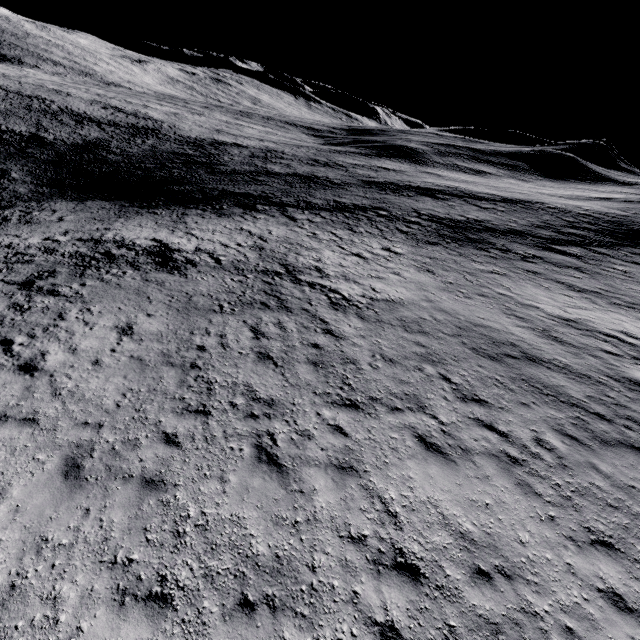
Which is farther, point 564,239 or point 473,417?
point 564,239
